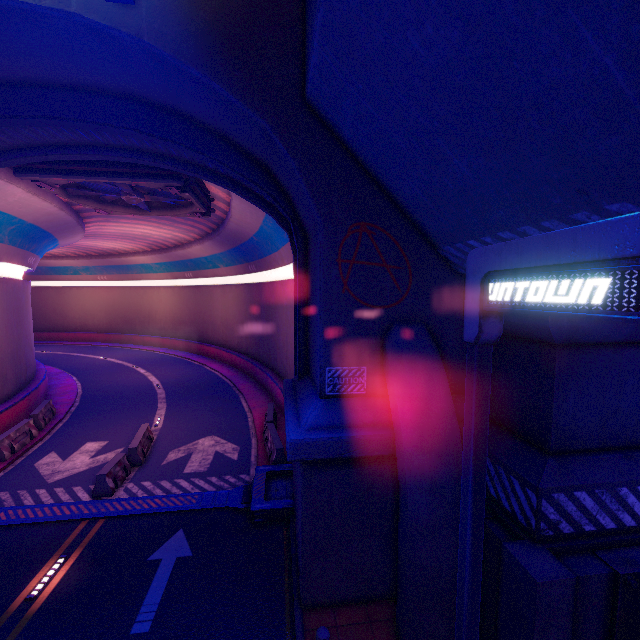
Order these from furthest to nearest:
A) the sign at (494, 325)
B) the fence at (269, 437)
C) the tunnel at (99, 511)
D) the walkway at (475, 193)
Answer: the fence at (269, 437)
the tunnel at (99, 511)
the walkway at (475, 193)
the sign at (494, 325)

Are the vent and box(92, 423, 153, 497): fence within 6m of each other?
no

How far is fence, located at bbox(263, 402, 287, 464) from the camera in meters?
12.4

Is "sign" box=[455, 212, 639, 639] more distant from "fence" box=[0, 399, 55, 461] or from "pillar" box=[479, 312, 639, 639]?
"fence" box=[0, 399, 55, 461]

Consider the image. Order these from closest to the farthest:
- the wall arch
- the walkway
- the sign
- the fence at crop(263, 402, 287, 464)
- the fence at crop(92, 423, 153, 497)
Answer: the sign → the walkway → the wall arch → the fence at crop(92, 423, 153, 497) → the fence at crop(263, 402, 287, 464)

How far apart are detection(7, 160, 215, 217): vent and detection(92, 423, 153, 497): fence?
10.03m

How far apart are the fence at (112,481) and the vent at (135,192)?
10.03m

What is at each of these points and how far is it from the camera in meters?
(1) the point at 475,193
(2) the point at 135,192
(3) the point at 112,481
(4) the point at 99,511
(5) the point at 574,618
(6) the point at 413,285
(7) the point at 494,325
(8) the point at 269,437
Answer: (1) walkway, 4.8
(2) vent, 13.5
(3) fence, 11.2
(4) tunnel, 10.1
(5) pillar, 4.9
(6) wall arch, 7.0
(7) sign, 3.3
(8) fence, 13.8
